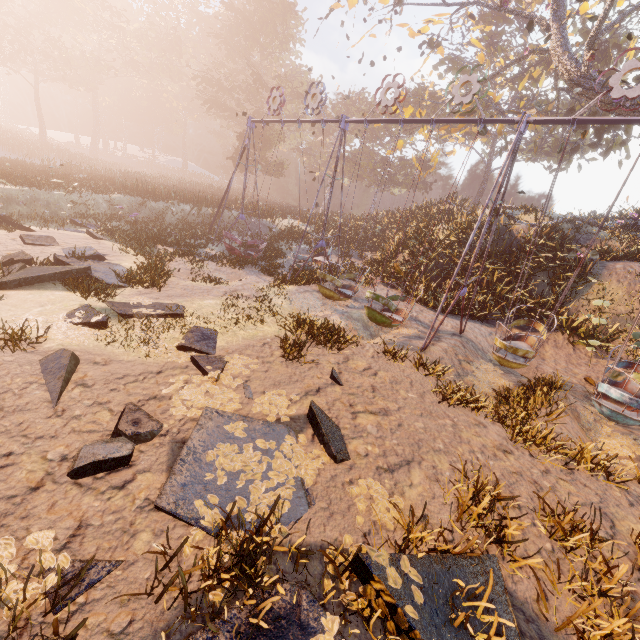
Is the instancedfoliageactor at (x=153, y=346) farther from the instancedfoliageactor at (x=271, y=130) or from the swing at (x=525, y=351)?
the instancedfoliageactor at (x=271, y=130)

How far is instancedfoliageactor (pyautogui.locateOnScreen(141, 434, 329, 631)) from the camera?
2.72m

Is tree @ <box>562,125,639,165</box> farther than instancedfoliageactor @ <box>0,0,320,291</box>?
Yes

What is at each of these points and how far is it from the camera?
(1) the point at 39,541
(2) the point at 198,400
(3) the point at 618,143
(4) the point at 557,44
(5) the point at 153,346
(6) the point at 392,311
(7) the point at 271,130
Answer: (1) instancedfoliageactor, 2.9 meters
(2) instancedfoliageactor, 5.2 meters
(3) tree, 21.6 meters
(4) tree, 15.5 meters
(5) instancedfoliageactor, 6.4 meters
(6) swing, 9.6 meters
(7) instancedfoliageactor, 37.8 meters

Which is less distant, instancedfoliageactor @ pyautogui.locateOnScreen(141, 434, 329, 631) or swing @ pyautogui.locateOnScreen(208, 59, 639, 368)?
instancedfoliageactor @ pyautogui.locateOnScreen(141, 434, 329, 631)

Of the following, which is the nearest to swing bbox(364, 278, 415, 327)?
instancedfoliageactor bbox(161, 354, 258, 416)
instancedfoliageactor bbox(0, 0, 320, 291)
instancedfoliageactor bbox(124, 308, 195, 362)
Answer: instancedfoliageactor bbox(161, 354, 258, 416)

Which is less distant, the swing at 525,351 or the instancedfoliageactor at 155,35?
the swing at 525,351
